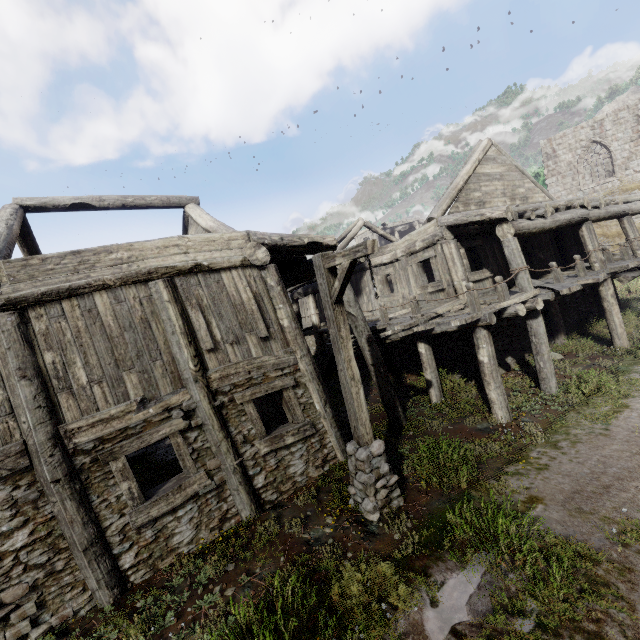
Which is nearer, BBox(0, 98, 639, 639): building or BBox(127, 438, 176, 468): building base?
BBox(0, 98, 639, 639): building

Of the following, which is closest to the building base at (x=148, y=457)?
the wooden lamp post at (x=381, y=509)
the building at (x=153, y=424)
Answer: the building at (x=153, y=424)

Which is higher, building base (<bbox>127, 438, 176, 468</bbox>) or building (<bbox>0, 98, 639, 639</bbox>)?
building (<bbox>0, 98, 639, 639</bbox>)

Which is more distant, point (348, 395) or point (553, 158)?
point (553, 158)

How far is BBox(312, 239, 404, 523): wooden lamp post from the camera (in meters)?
5.16

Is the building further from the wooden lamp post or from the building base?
the wooden lamp post

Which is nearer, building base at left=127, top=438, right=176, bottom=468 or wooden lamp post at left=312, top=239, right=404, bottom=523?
Result: wooden lamp post at left=312, top=239, right=404, bottom=523

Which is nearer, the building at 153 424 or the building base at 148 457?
the building at 153 424
